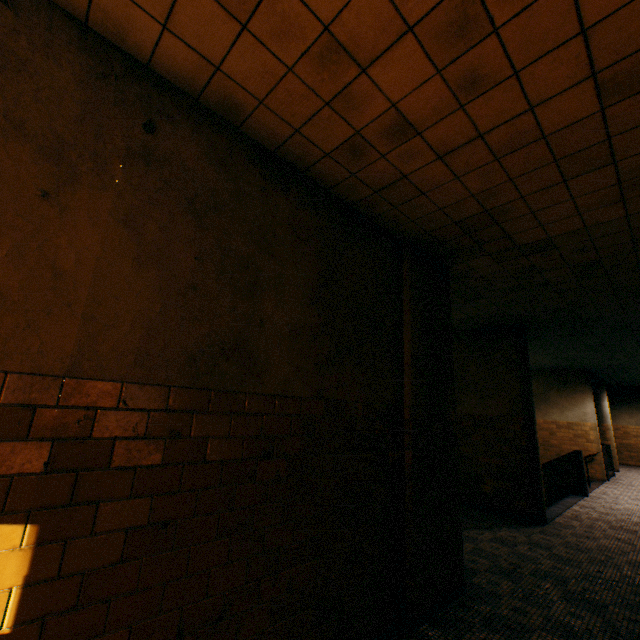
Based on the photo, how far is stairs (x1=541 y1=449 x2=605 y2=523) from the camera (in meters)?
7.76

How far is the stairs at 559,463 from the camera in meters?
7.8

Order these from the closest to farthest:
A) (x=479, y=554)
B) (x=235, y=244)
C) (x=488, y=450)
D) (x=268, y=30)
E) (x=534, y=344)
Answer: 1. (x=268, y=30)
2. (x=235, y=244)
3. (x=479, y=554)
4. (x=488, y=450)
5. (x=534, y=344)
